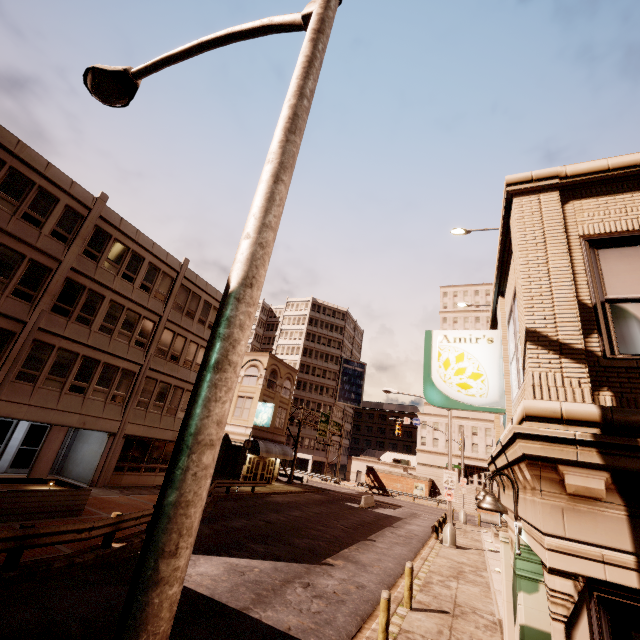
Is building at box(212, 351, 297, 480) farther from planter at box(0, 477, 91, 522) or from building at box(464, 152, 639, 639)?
building at box(464, 152, 639, 639)

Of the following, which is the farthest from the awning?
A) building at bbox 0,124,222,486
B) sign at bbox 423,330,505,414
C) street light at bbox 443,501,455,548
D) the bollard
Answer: sign at bbox 423,330,505,414

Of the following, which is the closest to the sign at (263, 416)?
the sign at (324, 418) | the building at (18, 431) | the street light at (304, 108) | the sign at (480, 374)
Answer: the building at (18, 431)

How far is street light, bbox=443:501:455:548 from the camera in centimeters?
2008cm

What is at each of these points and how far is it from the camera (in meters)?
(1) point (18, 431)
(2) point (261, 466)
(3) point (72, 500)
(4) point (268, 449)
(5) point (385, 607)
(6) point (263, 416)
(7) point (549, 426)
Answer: (1) building, 18.83
(2) building, 34.59
(3) planter, 12.91
(4) awning, 32.91
(5) bollard, 7.29
(6) sign, 32.91
(7) building, 3.48

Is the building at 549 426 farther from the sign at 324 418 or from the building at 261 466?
the sign at 324 418

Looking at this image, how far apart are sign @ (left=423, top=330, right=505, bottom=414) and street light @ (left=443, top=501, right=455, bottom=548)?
17.84m

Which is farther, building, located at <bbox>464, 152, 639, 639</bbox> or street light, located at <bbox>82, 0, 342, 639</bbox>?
building, located at <bbox>464, 152, 639, 639</bbox>
